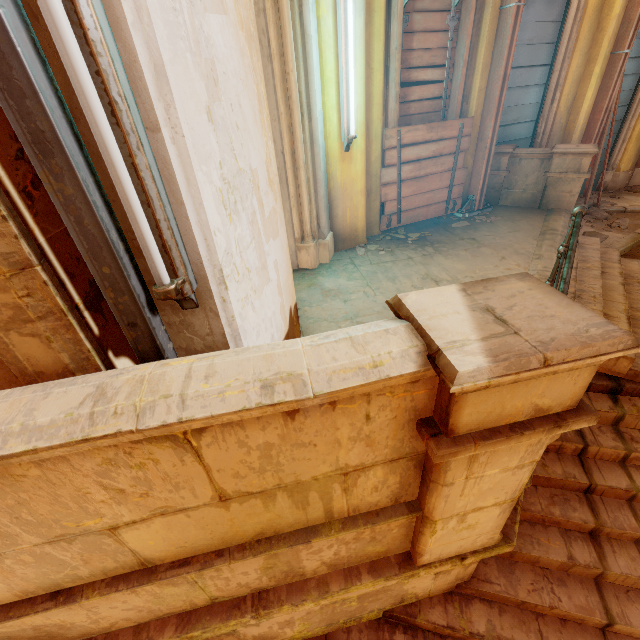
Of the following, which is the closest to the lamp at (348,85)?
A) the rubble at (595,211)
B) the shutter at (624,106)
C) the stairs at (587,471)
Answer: the stairs at (587,471)

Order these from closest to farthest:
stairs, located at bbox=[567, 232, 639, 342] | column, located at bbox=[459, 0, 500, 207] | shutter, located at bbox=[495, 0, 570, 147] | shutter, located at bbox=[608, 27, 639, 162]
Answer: stairs, located at bbox=[567, 232, 639, 342]
column, located at bbox=[459, 0, 500, 207]
shutter, located at bbox=[495, 0, 570, 147]
shutter, located at bbox=[608, 27, 639, 162]

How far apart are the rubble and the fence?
4.4 meters

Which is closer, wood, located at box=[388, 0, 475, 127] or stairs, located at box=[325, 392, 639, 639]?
stairs, located at box=[325, 392, 639, 639]

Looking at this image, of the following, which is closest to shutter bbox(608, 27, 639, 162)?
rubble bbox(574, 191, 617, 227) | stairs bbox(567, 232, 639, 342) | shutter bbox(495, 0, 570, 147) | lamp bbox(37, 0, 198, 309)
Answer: rubble bbox(574, 191, 617, 227)

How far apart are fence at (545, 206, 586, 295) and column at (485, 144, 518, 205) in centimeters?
272cm

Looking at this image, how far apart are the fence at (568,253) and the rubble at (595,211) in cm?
442

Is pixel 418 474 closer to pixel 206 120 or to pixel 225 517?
pixel 225 517
